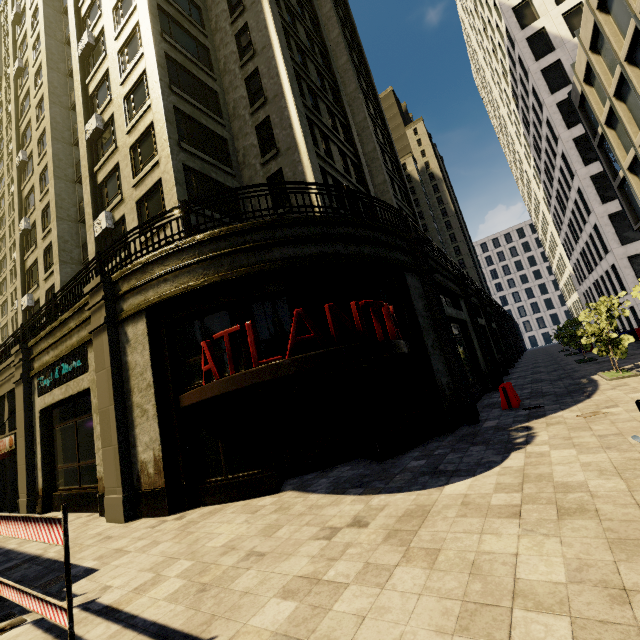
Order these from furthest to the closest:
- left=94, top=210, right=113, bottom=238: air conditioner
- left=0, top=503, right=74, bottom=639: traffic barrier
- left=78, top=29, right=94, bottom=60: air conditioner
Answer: left=78, top=29, right=94, bottom=60: air conditioner
left=94, top=210, right=113, bottom=238: air conditioner
left=0, top=503, right=74, bottom=639: traffic barrier

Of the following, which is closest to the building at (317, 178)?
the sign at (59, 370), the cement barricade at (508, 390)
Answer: the sign at (59, 370)

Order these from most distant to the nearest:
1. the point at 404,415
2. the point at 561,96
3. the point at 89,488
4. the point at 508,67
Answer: the point at 508,67, the point at 561,96, the point at 89,488, the point at 404,415

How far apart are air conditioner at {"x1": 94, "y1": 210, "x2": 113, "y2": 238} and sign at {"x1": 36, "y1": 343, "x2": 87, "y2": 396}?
7.1 meters

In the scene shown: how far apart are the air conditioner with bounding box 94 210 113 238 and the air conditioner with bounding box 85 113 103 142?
5.01m

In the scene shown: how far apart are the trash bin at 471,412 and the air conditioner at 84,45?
27.0 meters

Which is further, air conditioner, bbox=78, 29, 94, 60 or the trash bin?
air conditioner, bbox=78, 29, 94, 60

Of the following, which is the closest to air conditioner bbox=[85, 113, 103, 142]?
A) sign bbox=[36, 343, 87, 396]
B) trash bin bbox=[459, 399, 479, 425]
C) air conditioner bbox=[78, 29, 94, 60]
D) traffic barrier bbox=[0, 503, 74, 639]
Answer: air conditioner bbox=[78, 29, 94, 60]
